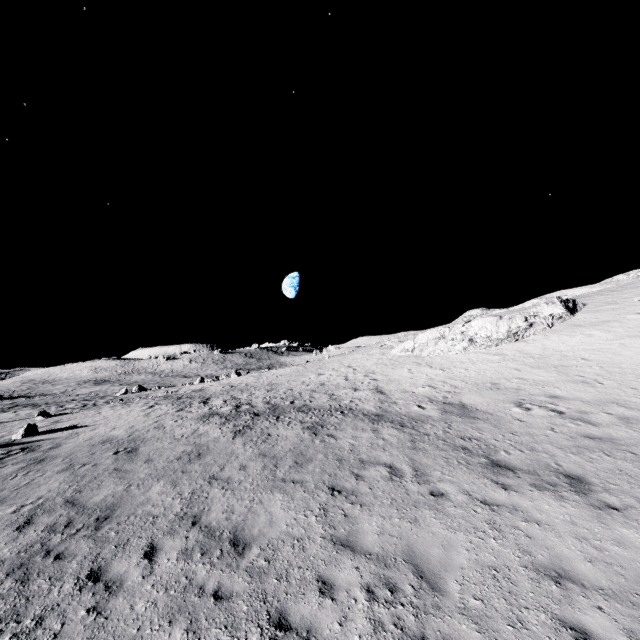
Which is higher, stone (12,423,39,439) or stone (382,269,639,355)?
stone (382,269,639,355)

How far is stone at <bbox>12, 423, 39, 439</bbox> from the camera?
17.8 meters

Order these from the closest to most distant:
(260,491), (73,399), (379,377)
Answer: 1. (260,491)
2. (379,377)
3. (73,399)

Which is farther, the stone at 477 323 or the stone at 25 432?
the stone at 477 323

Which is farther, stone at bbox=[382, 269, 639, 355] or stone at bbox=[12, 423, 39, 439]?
stone at bbox=[382, 269, 639, 355]

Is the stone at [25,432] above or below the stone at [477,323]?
below
